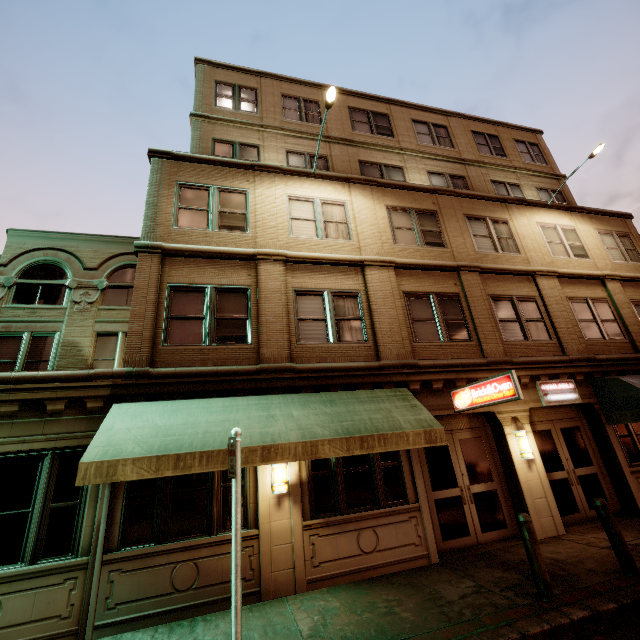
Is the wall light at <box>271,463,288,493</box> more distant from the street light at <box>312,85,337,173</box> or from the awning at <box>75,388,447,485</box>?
the street light at <box>312,85,337,173</box>

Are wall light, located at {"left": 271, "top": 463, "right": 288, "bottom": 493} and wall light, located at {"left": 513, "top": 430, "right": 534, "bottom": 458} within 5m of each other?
no

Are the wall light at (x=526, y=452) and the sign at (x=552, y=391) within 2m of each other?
yes

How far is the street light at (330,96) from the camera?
9.25m

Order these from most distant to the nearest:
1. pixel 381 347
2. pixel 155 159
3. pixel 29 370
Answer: pixel 29 370
pixel 155 159
pixel 381 347

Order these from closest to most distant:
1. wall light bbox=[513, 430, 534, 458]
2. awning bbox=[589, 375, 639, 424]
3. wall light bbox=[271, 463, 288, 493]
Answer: wall light bbox=[271, 463, 288, 493], wall light bbox=[513, 430, 534, 458], awning bbox=[589, 375, 639, 424]

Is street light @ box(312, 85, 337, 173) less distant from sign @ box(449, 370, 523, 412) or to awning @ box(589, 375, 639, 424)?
sign @ box(449, 370, 523, 412)

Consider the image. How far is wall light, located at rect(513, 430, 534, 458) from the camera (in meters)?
8.97
